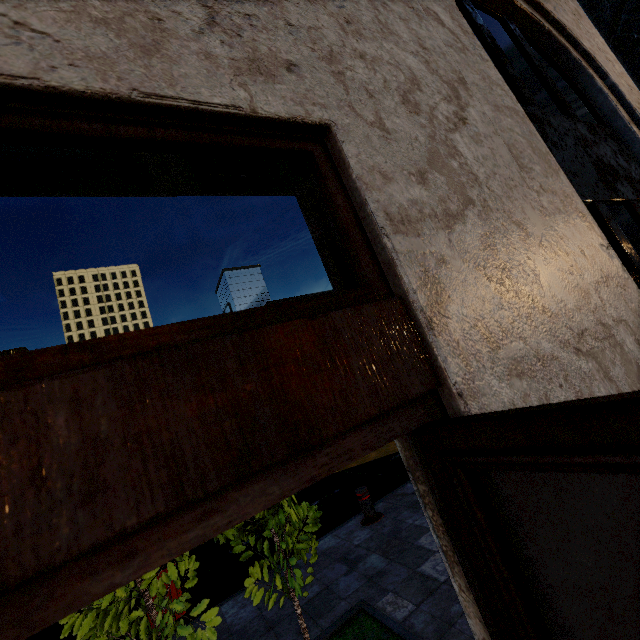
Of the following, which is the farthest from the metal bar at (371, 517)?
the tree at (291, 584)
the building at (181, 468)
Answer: the building at (181, 468)

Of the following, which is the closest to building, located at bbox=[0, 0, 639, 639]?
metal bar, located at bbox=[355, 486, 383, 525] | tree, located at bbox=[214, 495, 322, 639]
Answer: tree, located at bbox=[214, 495, 322, 639]

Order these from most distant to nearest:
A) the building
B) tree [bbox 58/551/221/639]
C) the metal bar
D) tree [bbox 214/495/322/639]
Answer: the metal bar, tree [bbox 214/495/322/639], tree [bbox 58/551/221/639], the building

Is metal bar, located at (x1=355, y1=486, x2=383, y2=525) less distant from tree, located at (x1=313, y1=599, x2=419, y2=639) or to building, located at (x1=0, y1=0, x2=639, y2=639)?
tree, located at (x1=313, y1=599, x2=419, y2=639)

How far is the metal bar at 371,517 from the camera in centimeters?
583cm

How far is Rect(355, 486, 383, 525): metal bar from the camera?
5.8m

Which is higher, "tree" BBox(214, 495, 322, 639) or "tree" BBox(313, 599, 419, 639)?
"tree" BBox(214, 495, 322, 639)

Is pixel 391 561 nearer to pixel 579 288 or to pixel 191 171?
pixel 579 288
